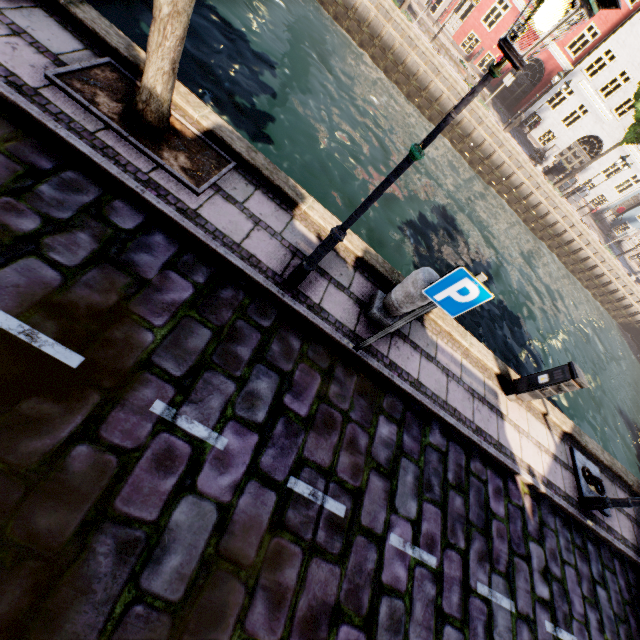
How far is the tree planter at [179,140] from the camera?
3.78m

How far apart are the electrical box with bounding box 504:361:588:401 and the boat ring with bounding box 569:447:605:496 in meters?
1.9 m

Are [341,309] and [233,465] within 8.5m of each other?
yes

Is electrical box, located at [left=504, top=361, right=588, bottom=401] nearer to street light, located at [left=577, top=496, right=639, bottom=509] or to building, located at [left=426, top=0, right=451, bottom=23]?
street light, located at [left=577, top=496, right=639, bottom=509]

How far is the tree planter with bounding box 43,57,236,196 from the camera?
3.8m

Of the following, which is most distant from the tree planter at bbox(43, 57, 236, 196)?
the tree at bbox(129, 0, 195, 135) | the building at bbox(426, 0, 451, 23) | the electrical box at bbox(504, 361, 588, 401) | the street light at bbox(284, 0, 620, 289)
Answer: the building at bbox(426, 0, 451, 23)

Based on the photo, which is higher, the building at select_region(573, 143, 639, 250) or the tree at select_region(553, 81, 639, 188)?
the tree at select_region(553, 81, 639, 188)

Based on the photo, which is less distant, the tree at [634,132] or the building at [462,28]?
the tree at [634,132]
